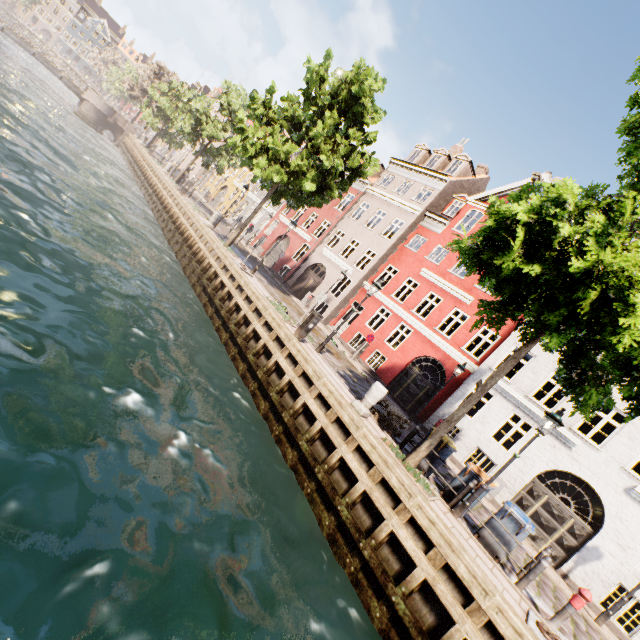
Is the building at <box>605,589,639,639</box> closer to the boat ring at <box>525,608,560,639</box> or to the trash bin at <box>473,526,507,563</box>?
the trash bin at <box>473,526,507,563</box>

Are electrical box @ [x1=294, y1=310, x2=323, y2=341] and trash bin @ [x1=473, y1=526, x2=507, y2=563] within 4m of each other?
no

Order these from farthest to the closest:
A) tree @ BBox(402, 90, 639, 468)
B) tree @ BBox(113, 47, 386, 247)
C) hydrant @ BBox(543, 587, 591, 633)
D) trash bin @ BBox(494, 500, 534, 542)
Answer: tree @ BBox(113, 47, 386, 247) → trash bin @ BBox(494, 500, 534, 542) → hydrant @ BBox(543, 587, 591, 633) → tree @ BBox(402, 90, 639, 468)

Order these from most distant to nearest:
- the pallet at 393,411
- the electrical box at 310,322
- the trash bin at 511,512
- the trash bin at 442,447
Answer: the electrical box at 310,322 → the pallet at 393,411 → the trash bin at 442,447 → the trash bin at 511,512

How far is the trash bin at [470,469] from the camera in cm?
887

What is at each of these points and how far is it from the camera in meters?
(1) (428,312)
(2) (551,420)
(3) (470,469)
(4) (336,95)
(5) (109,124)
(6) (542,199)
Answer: (1) building, 31.1 m
(2) street light, 7.9 m
(3) trash bin, 9.1 m
(4) tree, 16.5 m
(5) bridge, 39.2 m
(6) tree, 6.2 m

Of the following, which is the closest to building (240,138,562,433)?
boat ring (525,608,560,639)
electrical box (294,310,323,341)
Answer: boat ring (525,608,560,639)

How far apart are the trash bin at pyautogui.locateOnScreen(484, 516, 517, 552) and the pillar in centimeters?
396cm
